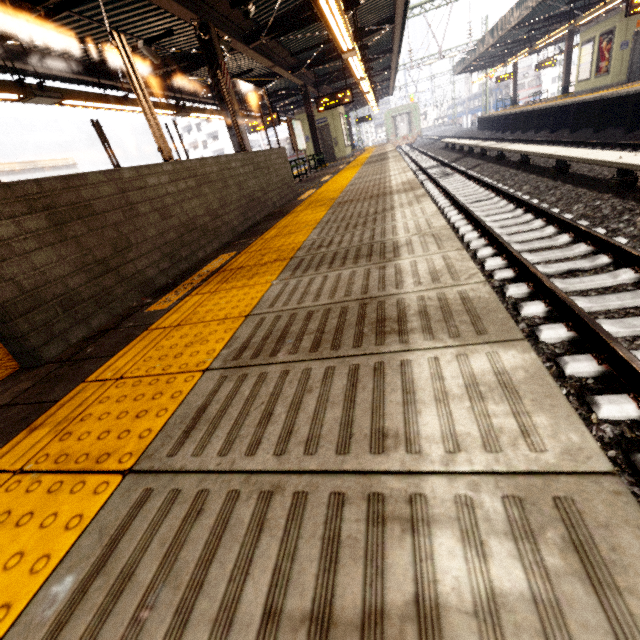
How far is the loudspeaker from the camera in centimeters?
635cm

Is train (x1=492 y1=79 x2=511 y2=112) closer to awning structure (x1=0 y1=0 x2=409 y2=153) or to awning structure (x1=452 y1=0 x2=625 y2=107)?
awning structure (x1=452 y1=0 x2=625 y2=107)

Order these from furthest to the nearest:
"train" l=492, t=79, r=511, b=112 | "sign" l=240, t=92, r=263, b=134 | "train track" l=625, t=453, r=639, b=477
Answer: "train" l=492, t=79, r=511, b=112, "sign" l=240, t=92, r=263, b=134, "train track" l=625, t=453, r=639, b=477

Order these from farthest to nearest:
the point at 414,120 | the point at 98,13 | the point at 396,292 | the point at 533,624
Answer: the point at 414,120
the point at 98,13
the point at 396,292
the point at 533,624

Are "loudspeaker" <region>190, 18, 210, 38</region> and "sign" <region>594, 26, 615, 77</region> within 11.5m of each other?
no

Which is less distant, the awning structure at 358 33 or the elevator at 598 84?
the awning structure at 358 33

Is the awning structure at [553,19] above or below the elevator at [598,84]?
above

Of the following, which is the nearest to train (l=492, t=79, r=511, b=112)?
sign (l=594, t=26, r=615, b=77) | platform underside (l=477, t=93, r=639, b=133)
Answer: platform underside (l=477, t=93, r=639, b=133)
